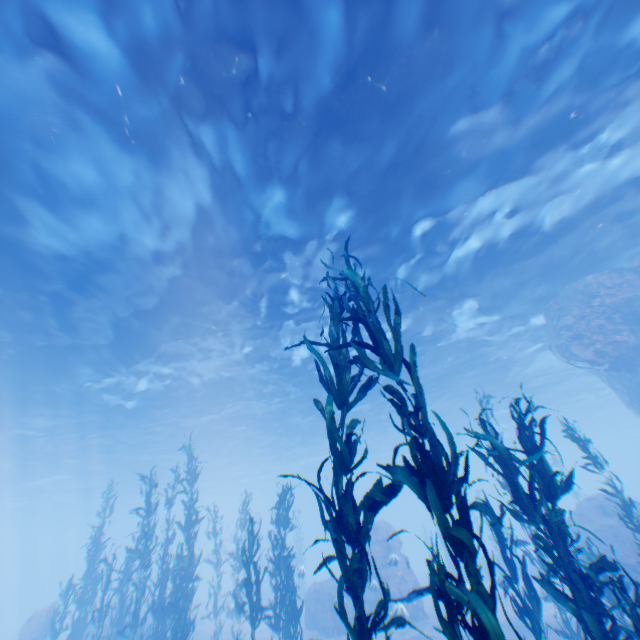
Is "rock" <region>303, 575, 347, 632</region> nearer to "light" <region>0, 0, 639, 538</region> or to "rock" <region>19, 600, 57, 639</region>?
"light" <region>0, 0, 639, 538</region>

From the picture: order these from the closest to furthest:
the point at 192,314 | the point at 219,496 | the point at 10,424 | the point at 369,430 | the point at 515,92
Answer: the point at 515,92, the point at 192,314, the point at 10,424, the point at 369,430, the point at 219,496

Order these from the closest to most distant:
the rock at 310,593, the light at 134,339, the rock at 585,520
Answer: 1. the light at 134,339
2. the rock at 585,520
3. the rock at 310,593

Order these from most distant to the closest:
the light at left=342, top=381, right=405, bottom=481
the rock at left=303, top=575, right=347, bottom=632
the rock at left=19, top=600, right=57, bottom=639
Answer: the light at left=342, top=381, right=405, bottom=481 → the rock at left=19, top=600, right=57, bottom=639 → the rock at left=303, top=575, right=347, bottom=632

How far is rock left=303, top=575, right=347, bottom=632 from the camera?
16.0 meters

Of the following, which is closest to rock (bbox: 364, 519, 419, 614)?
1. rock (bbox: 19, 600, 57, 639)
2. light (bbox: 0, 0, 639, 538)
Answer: light (bbox: 0, 0, 639, 538)

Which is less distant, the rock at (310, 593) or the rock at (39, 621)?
the rock at (310, 593)
